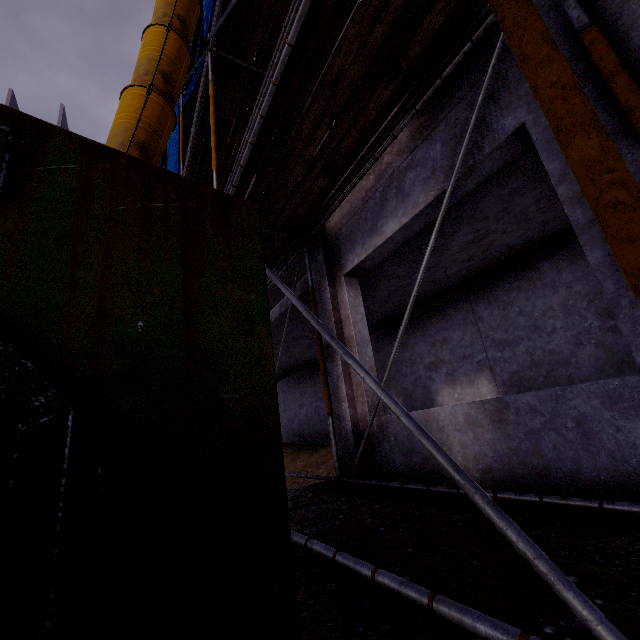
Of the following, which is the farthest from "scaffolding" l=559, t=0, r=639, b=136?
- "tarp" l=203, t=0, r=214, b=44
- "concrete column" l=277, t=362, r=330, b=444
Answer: "concrete column" l=277, t=362, r=330, b=444

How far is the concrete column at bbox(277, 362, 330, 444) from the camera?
13.26m

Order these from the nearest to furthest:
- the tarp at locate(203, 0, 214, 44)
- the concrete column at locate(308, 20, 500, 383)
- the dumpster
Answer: the dumpster → the concrete column at locate(308, 20, 500, 383) → the tarp at locate(203, 0, 214, 44)

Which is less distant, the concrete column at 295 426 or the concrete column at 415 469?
the concrete column at 415 469

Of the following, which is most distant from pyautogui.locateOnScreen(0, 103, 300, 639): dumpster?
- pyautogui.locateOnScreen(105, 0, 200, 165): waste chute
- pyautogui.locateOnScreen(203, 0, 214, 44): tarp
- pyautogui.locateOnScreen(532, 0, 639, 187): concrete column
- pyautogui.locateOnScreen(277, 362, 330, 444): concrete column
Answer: pyautogui.locateOnScreen(277, 362, 330, 444): concrete column

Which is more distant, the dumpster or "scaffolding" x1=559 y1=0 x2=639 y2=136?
"scaffolding" x1=559 y1=0 x2=639 y2=136

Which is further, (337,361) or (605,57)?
(337,361)

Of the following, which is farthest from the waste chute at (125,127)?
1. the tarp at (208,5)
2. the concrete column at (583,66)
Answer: the concrete column at (583,66)
